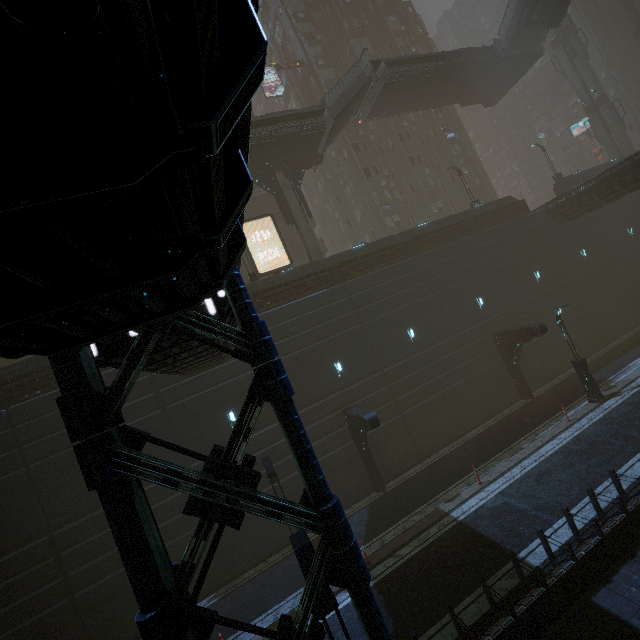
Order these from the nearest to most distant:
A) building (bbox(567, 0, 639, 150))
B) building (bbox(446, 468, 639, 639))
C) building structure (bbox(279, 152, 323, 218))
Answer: building (bbox(446, 468, 639, 639)) < building structure (bbox(279, 152, 323, 218)) < building (bbox(567, 0, 639, 150))

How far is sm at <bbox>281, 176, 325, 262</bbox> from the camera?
23.3m

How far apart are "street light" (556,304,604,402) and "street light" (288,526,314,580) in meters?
18.0 m

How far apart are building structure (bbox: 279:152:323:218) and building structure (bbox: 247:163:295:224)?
0.7m

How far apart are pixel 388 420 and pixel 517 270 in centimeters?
1545cm

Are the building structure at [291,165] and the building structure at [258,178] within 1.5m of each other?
yes

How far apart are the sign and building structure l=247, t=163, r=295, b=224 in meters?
50.1

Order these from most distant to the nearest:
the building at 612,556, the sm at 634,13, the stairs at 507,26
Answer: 1. the sm at 634,13
2. the stairs at 507,26
3. the building at 612,556
